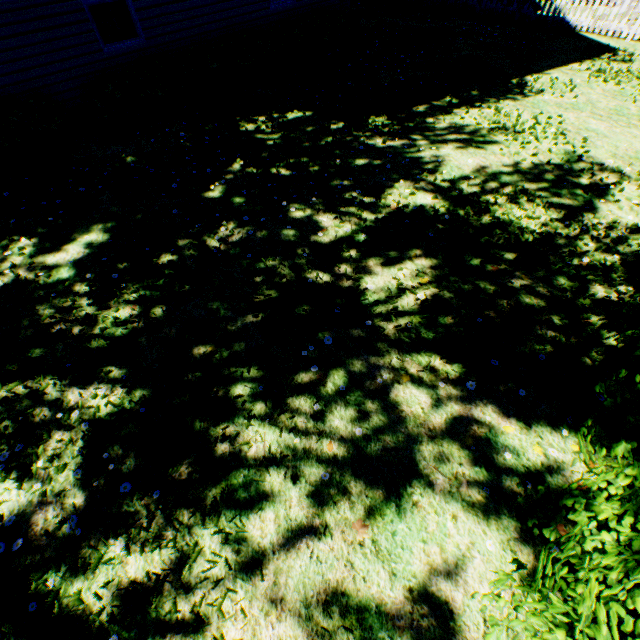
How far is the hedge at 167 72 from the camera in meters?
7.0

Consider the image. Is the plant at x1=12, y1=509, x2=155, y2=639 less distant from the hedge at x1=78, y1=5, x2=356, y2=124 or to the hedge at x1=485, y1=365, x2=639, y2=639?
the hedge at x1=485, y1=365, x2=639, y2=639

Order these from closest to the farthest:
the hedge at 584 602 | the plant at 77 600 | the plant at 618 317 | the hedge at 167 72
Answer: the hedge at 584 602 → the plant at 77 600 → the plant at 618 317 → the hedge at 167 72

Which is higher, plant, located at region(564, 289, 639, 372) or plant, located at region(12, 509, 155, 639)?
plant, located at region(564, 289, 639, 372)

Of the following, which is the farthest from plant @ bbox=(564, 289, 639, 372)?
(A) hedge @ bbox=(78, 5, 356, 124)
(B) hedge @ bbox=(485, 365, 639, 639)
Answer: (A) hedge @ bbox=(78, 5, 356, 124)

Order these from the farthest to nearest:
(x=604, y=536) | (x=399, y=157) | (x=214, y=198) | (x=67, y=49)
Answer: (x=67, y=49) < (x=399, y=157) < (x=214, y=198) < (x=604, y=536)

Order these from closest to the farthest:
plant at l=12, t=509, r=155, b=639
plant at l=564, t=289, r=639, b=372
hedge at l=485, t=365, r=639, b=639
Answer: hedge at l=485, t=365, r=639, b=639, plant at l=12, t=509, r=155, b=639, plant at l=564, t=289, r=639, b=372
